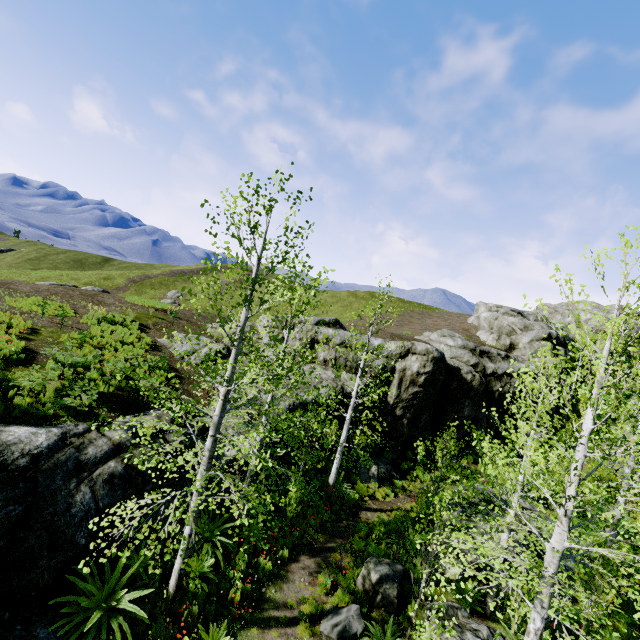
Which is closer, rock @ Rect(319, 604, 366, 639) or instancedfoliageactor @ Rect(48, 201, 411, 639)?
instancedfoliageactor @ Rect(48, 201, 411, 639)

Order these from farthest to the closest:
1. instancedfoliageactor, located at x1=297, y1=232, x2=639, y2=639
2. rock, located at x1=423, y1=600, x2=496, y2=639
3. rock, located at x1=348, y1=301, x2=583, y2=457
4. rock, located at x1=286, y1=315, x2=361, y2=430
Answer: rock, located at x1=348, y1=301, x2=583, y2=457 < rock, located at x1=286, y1=315, x2=361, y2=430 < rock, located at x1=423, y1=600, x2=496, y2=639 < instancedfoliageactor, located at x1=297, y1=232, x2=639, y2=639

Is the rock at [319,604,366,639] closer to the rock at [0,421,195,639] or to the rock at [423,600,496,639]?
the rock at [423,600,496,639]

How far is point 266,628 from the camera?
8.7 meters

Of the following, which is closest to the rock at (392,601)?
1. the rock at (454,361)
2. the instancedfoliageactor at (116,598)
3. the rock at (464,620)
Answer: the instancedfoliageactor at (116,598)

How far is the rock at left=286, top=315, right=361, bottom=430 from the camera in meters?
18.2

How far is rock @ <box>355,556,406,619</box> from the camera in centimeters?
942cm

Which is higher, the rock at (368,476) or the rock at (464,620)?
the rock at (464,620)
